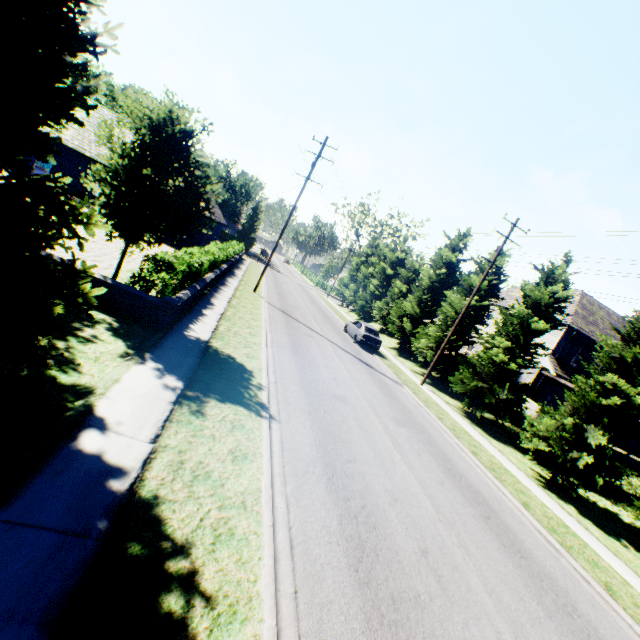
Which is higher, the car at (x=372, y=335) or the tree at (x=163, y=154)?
the tree at (x=163, y=154)

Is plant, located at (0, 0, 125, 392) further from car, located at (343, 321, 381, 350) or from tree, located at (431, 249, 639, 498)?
car, located at (343, 321, 381, 350)

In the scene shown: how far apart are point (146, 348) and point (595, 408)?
16.6 meters

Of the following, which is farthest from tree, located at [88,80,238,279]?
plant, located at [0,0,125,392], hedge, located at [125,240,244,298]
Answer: hedge, located at [125,240,244,298]

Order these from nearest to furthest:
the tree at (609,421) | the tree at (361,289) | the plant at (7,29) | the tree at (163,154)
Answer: the plant at (7,29) < the tree at (163,154) < the tree at (609,421) < the tree at (361,289)

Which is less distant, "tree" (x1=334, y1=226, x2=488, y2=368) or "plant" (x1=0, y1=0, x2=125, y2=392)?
"plant" (x1=0, y1=0, x2=125, y2=392)

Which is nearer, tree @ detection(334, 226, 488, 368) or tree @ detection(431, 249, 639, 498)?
tree @ detection(431, 249, 639, 498)

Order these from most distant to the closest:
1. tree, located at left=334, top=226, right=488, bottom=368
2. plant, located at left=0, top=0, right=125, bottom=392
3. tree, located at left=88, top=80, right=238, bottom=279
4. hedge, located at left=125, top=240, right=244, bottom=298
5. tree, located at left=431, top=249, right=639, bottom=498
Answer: tree, located at left=334, top=226, right=488, bottom=368
tree, located at left=431, top=249, right=639, bottom=498
hedge, located at left=125, top=240, right=244, bottom=298
tree, located at left=88, top=80, right=238, bottom=279
plant, located at left=0, top=0, right=125, bottom=392
